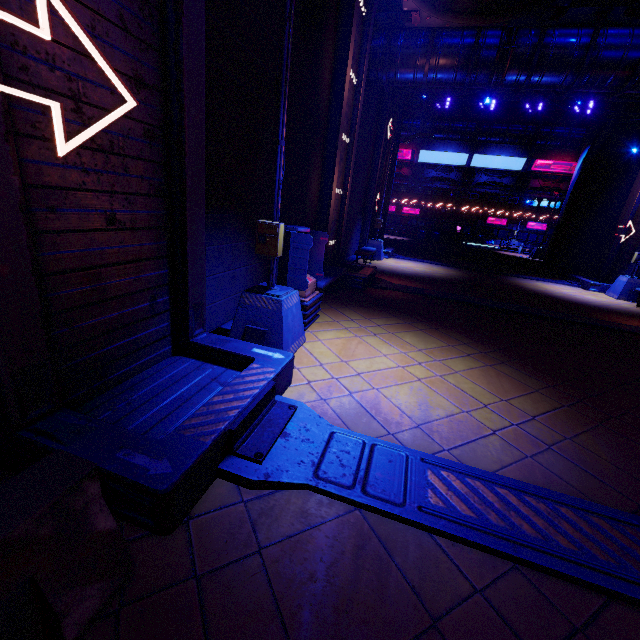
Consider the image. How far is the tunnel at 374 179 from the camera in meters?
16.1

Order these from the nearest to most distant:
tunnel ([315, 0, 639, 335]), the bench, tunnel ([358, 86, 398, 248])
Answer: the bench, tunnel ([315, 0, 639, 335]), tunnel ([358, 86, 398, 248])

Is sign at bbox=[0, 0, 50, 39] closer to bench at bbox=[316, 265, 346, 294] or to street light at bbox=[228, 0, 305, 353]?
street light at bbox=[228, 0, 305, 353]

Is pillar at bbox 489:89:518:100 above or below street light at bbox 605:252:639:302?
above

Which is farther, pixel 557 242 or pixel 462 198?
pixel 462 198

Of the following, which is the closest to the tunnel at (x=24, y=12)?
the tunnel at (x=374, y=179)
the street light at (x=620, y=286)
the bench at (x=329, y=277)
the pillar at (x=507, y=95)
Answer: the bench at (x=329, y=277)

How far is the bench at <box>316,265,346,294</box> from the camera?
7.49m

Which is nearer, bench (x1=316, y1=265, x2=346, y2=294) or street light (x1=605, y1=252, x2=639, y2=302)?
bench (x1=316, y1=265, x2=346, y2=294)
